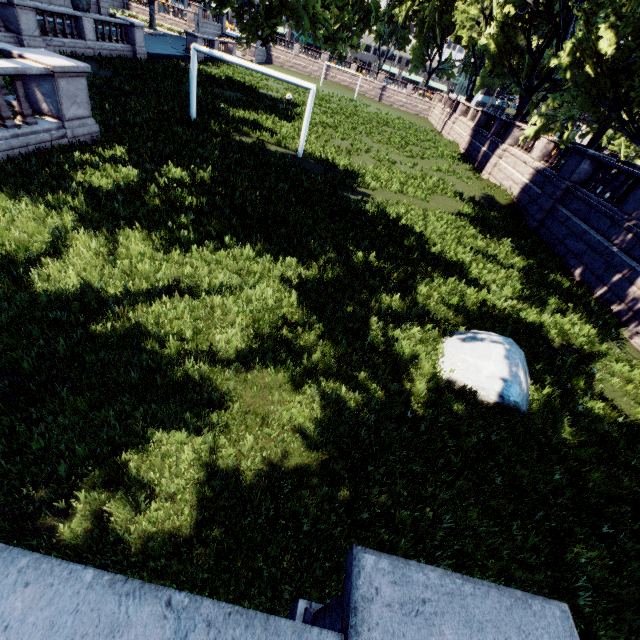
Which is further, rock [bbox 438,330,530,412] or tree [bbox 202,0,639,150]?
tree [bbox 202,0,639,150]

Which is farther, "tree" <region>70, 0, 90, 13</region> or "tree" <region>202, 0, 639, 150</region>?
"tree" <region>70, 0, 90, 13</region>

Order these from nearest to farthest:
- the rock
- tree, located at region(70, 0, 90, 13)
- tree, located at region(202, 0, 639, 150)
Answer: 1. the rock
2. tree, located at region(202, 0, 639, 150)
3. tree, located at region(70, 0, 90, 13)

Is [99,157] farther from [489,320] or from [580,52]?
[580,52]

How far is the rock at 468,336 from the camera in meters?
6.3 m

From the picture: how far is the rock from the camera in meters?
6.3 m

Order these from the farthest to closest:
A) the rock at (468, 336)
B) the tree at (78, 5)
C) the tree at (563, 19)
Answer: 1. the tree at (78, 5)
2. the tree at (563, 19)
3. the rock at (468, 336)
